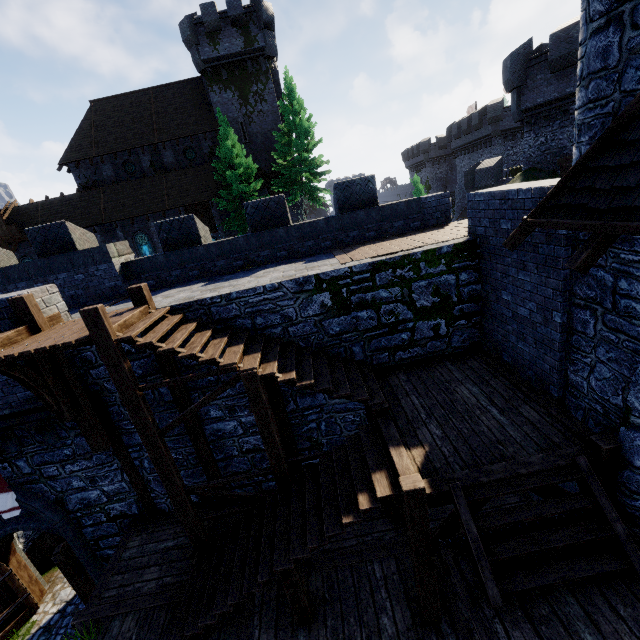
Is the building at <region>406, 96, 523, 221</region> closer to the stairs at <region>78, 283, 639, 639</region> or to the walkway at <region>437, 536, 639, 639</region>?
the stairs at <region>78, 283, 639, 639</region>

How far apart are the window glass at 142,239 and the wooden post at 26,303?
26.6 meters

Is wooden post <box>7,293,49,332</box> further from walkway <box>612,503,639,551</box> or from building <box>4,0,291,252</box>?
building <box>4,0,291,252</box>

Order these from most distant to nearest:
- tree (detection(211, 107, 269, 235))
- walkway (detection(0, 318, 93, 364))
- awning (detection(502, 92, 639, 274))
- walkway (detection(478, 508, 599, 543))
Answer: tree (detection(211, 107, 269, 235))
walkway (detection(0, 318, 93, 364))
walkway (detection(478, 508, 599, 543))
awning (detection(502, 92, 639, 274))

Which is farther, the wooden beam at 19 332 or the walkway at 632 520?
the wooden beam at 19 332

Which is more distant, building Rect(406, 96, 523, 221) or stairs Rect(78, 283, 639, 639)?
building Rect(406, 96, 523, 221)

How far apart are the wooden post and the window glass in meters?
26.6 m

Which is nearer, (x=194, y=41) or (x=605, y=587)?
(x=605, y=587)
